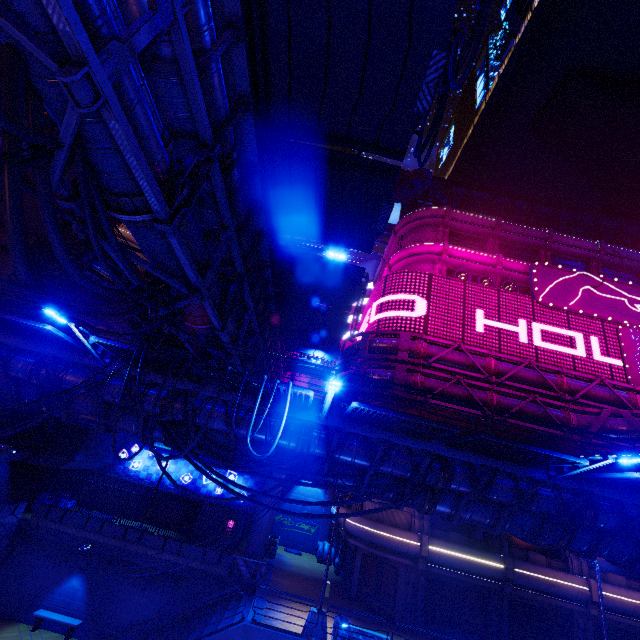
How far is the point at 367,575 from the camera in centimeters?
2081cm

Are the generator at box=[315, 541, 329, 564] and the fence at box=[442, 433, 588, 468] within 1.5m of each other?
no

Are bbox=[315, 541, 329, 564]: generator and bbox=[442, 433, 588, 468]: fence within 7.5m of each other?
no

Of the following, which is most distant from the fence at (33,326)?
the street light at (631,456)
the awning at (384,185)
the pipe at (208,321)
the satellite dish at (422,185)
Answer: the satellite dish at (422,185)

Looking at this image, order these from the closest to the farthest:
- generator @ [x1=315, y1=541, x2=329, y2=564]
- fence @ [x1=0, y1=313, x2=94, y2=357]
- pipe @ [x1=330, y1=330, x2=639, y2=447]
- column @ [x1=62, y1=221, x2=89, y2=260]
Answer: fence @ [x1=0, y1=313, x2=94, y2=357]
pipe @ [x1=330, y1=330, x2=639, y2=447]
column @ [x1=62, y1=221, x2=89, y2=260]
generator @ [x1=315, y1=541, x2=329, y2=564]

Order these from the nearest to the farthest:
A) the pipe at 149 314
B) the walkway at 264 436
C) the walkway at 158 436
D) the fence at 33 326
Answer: the fence at 33 326, the pipe at 149 314, the walkway at 264 436, the walkway at 158 436

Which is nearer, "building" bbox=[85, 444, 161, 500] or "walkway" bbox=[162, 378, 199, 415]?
"walkway" bbox=[162, 378, 199, 415]

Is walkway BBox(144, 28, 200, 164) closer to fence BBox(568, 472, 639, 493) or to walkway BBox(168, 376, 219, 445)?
walkway BBox(168, 376, 219, 445)
